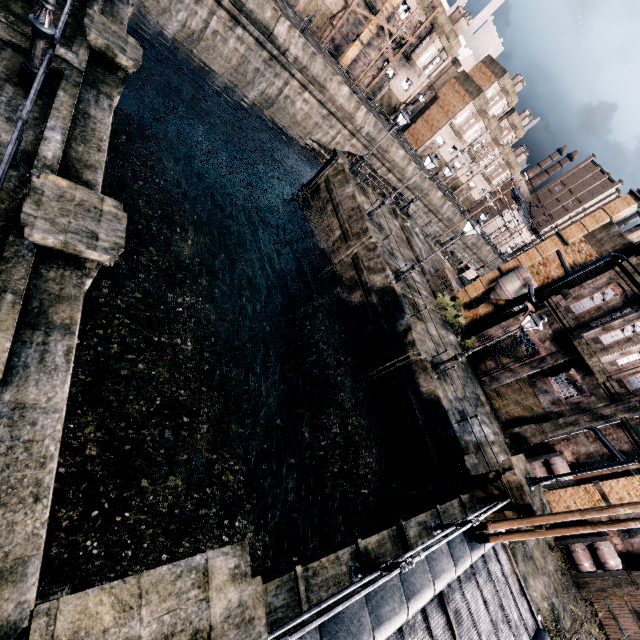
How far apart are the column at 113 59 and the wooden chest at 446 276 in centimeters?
2451cm

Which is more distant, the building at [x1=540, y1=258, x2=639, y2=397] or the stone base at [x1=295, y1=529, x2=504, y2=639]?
the building at [x1=540, y1=258, x2=639, y2=397]

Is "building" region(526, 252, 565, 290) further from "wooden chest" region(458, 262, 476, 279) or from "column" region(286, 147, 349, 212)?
"column" region(286, 147, 349, 212)

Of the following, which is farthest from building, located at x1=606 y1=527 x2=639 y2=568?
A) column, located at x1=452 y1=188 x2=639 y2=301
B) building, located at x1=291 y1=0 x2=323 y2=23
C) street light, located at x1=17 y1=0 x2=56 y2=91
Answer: building, located at x1=291 y1=0 x2=323 y2=23

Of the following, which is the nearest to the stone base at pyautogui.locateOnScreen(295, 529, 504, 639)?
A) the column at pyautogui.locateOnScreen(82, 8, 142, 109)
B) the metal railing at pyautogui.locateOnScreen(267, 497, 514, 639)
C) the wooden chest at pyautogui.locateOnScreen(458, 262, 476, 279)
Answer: the metal railing at pyautogui.locateOnScreen(267, 497, 514, 639)

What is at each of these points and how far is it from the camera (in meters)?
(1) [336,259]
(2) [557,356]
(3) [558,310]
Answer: (1) column, 23.09
(2) column, 20.61
(3) cornice, 21.12

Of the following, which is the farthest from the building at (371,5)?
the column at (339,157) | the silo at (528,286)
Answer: the silo at (528,286)

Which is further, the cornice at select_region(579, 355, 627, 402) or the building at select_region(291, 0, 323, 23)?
the building at select_region(291, 0, 323, 23)
